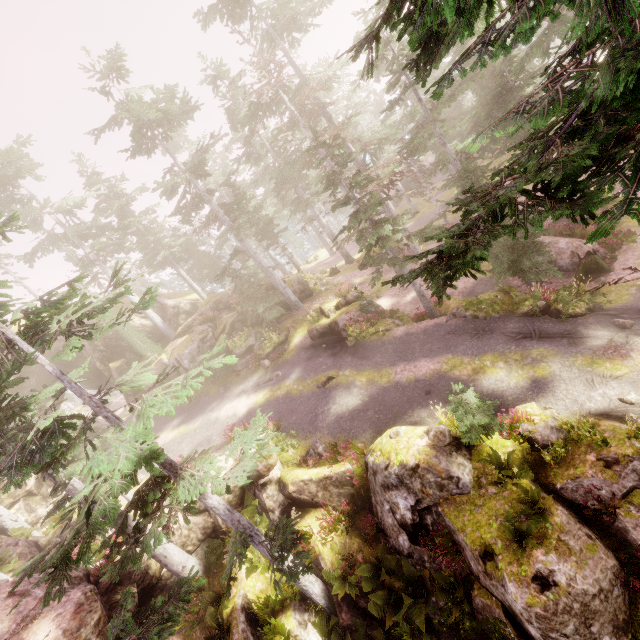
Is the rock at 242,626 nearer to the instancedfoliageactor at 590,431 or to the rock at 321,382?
the instancedfoliageactor at 590,431

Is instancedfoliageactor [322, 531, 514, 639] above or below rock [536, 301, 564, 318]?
below

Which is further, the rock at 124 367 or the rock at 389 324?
the rock at 124 367

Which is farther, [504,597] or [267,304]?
[267,304]

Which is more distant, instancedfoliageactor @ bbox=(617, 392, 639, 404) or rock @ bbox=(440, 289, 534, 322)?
rock @ bbox=(440, 289, 534, 322)

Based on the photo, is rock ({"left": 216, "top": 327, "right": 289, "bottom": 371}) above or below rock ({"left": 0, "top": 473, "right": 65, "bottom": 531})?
below
